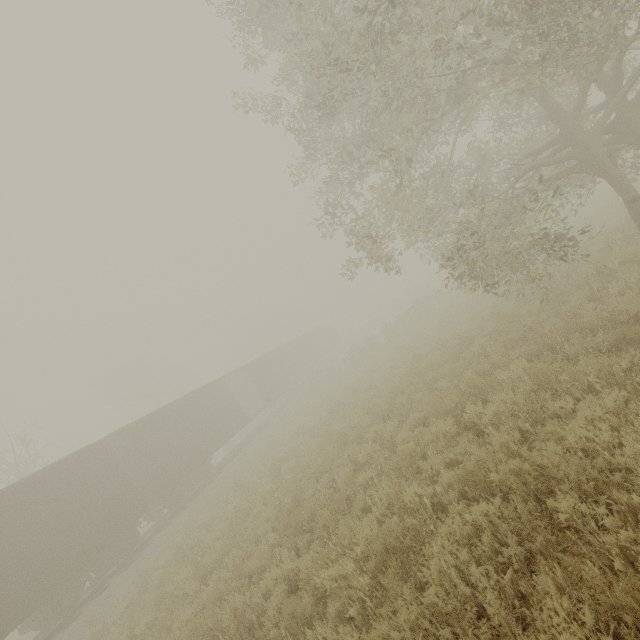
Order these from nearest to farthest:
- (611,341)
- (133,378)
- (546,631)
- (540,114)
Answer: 1. (546,631)
2. (611,341)
3. (540,114)
4. (133,378)

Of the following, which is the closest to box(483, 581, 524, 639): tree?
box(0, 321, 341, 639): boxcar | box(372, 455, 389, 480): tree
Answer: box(372, 455, 389, 480): tree

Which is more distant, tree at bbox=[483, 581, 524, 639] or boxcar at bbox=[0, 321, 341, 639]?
boxcar at bbox=[0, 321, 341, 639]

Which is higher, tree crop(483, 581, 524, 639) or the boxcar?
the boxcar

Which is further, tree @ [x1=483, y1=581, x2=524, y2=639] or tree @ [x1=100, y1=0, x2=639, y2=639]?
tree @ [x1=100, y1=0, x2=639, y2=639]

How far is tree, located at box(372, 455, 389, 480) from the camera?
6.75m

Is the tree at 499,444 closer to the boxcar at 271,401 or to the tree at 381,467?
Result: the tree at 381,467
